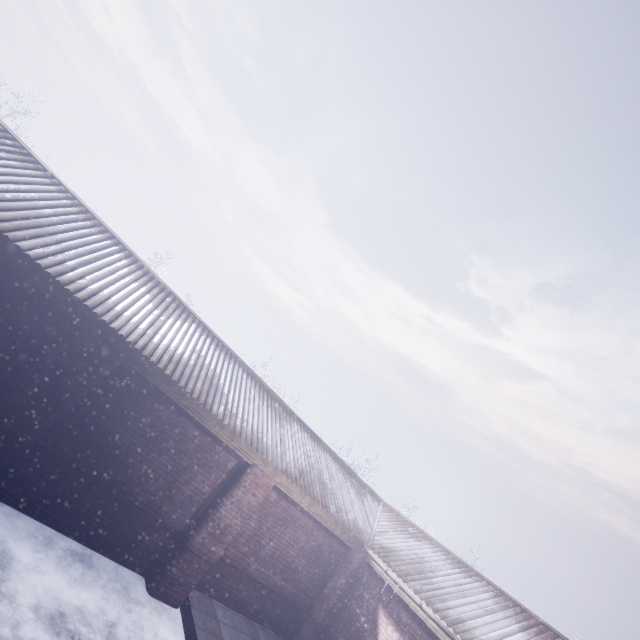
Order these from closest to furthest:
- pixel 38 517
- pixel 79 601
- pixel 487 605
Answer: pixel 79 601 < pixel 38 517 < pixel 487 605
